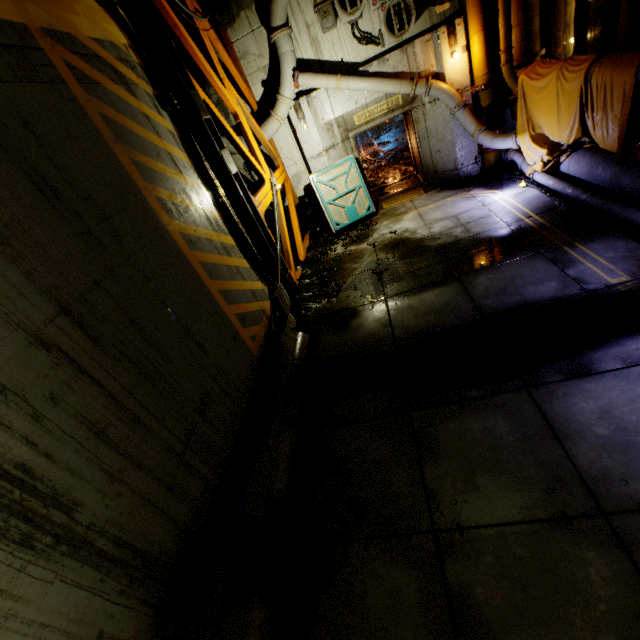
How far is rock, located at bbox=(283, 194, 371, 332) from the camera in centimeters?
730cm

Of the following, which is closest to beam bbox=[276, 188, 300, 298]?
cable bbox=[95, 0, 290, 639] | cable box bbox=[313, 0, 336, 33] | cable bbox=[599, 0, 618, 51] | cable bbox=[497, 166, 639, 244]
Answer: cable bbox=[95, 0, 290, 639]

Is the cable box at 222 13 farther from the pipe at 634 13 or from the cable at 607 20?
the cable at 607 20

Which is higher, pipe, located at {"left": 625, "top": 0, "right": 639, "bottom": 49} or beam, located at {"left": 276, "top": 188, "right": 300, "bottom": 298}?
pipe, located at {"left": 625, "top": 0, "right": 639, "bottom": 49}

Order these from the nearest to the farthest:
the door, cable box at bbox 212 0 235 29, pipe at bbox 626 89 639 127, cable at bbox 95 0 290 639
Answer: cable at bbox 95 0 290 639, pipe at bbox 626 89 639 127, cable box at bbox 212 0 235 29, the door

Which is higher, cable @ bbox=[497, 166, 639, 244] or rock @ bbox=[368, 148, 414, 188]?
rock @ bbox=[368, 148, 414, 188]

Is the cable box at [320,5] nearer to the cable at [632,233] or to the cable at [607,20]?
the cable at [607,20]

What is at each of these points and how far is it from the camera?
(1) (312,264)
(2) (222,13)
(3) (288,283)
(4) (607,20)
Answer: (1) rock, 9.74m
(2) cable box, 8.65m
(3) beam, 7.80m
(4) cable, 6.65m
